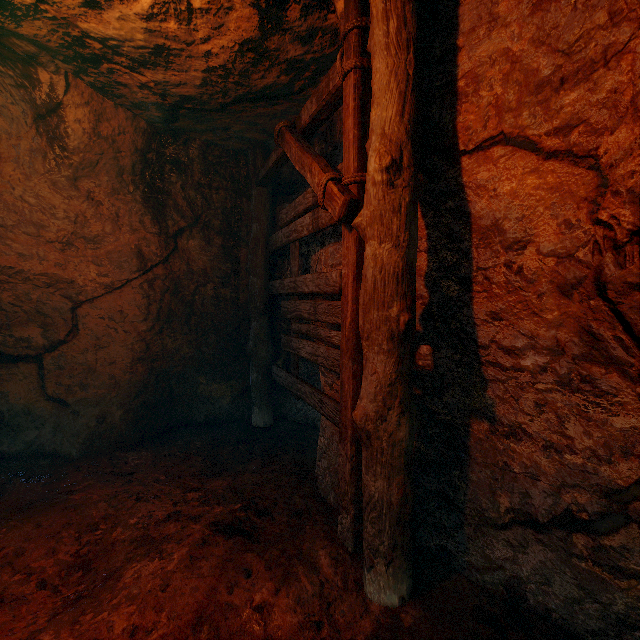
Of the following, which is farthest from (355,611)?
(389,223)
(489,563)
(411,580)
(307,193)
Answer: (307,193)
